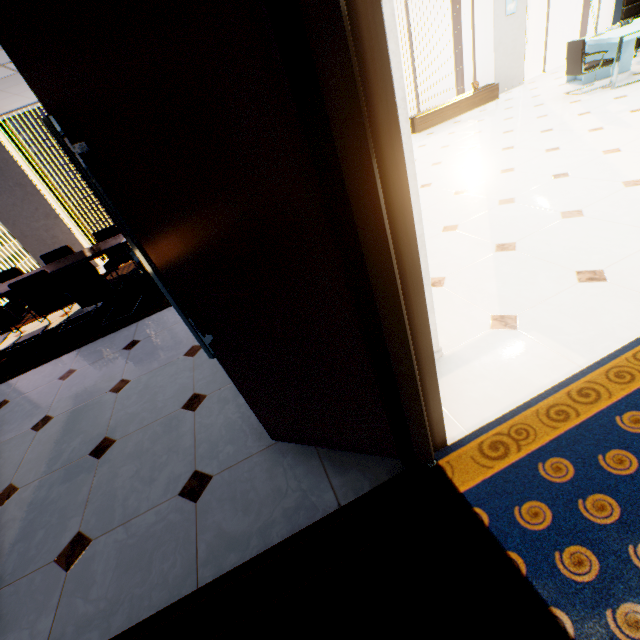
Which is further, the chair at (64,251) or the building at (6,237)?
the building at (6,237)

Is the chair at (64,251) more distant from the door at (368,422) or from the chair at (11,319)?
the door at (368,422)

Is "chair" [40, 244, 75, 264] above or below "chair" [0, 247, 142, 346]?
above

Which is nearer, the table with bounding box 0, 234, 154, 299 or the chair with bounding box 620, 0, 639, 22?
the table with bounding box 0, 234, 154, 299

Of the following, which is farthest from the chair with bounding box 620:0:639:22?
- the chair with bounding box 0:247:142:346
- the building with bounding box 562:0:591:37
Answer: the building with bounding box 562:0:591:37

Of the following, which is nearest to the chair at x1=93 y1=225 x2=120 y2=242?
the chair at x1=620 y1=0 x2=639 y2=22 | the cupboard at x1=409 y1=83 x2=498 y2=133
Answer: the cupboard at x1=409 y1=83 x2=498 y2=133

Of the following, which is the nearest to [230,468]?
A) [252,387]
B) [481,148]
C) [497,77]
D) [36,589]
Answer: [252,387]

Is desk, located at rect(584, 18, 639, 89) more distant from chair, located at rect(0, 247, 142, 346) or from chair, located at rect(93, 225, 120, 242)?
chair, located at rect(0, 247, 142, 346)
